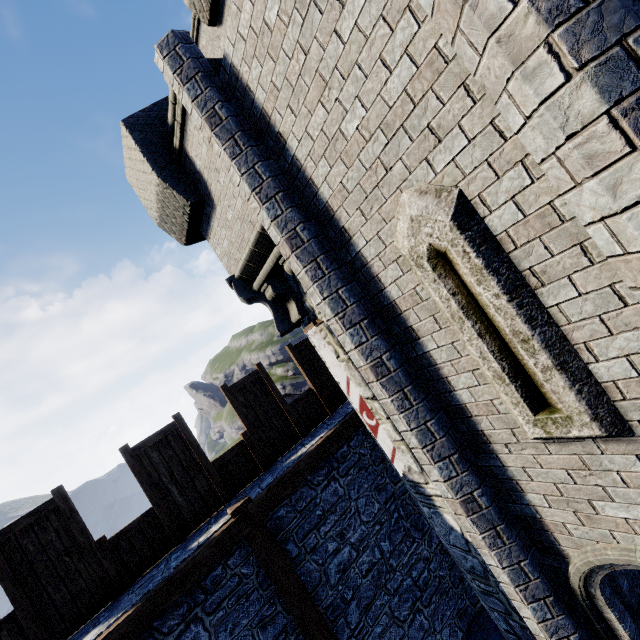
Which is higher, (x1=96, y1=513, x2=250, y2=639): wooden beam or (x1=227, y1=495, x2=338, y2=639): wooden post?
(x1=96, y1=513, x2=250, y2=639): wooden beam

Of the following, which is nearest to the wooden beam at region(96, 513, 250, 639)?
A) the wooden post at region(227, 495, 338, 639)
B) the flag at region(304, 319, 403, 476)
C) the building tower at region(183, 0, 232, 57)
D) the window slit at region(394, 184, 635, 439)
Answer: the wooden post at region(227, 495, 338, 639)

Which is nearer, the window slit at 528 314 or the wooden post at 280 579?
the window slit at 528 314

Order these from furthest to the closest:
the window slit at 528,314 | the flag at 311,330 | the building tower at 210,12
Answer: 1. the building tower at 210,12
2. the flag at 311,330
3. the window slit at 528,314

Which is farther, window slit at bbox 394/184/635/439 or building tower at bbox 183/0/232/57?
building tower at bbox 183/0/232/57

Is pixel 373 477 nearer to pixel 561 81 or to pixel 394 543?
pixel 394 543

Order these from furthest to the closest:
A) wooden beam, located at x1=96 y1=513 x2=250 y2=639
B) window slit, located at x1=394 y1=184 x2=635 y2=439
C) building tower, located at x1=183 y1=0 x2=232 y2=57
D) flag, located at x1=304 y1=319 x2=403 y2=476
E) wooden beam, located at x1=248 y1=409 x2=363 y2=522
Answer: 1. building tower, located at x1=183 y1=0 x2=232 y2=57
2. wooden beam, located at x1=248 y1=409 x2=363 y2=522
3. flag, located at x1=304 y1=319 x2=403 y2=476
4. wooden beam, located at x1=96 y1=513 x2=250 y2=639
5. window slit, located at x1=394 y1=184 x2=635 y2=439

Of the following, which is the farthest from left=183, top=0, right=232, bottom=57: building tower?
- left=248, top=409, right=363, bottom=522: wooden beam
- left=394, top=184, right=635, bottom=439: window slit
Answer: left=394, top=184, right=635, bottom=439: window slit
